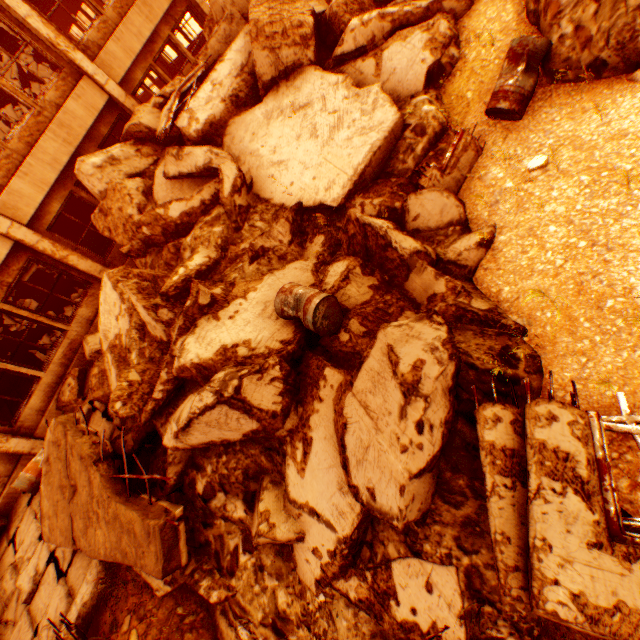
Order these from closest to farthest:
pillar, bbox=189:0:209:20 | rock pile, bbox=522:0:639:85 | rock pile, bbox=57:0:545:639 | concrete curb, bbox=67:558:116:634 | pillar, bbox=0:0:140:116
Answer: rock pile, bbox=57:0:545:639 → rock pile, bbox=522:0:639:85 → concrete curb, bbox=67:558:116:634 → pillar, bbox=0:0:140:116 → pillar, bbox=189:0:209:20

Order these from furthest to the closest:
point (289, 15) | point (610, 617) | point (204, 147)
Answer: point (204, 147)
point (289, 15)
point (610, 617)

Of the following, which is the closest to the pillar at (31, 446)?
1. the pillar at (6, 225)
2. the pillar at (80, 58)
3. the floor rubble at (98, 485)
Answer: the floor rubble at (98, 485)

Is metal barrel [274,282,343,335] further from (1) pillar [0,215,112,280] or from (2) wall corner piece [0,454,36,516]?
(2) wall corner piece [0,454,36,516]

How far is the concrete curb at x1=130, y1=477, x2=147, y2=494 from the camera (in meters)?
5.48

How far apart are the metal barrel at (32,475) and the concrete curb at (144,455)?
3.0m

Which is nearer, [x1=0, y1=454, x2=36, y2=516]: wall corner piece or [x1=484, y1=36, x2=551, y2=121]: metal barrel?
[x1=484, y1=36, x2=551, y2=121]: metal barrel

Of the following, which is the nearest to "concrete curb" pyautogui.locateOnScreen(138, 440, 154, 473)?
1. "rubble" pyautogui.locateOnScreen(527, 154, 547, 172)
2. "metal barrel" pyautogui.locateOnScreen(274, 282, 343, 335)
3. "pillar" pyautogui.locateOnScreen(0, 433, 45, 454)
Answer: "metal barrel" pyautogui.locateOnScreen(274, 282, 343, 335)
